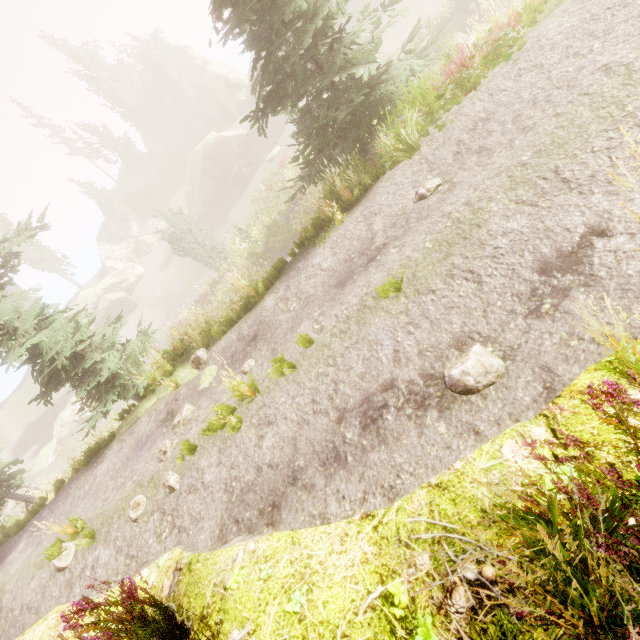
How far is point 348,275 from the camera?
6.7m

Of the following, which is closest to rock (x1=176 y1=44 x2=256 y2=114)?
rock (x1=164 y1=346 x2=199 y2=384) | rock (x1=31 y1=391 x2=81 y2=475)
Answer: rock (x1=31 y1=391 x2=81 y2=475)

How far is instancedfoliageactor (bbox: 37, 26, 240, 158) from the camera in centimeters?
4403cm

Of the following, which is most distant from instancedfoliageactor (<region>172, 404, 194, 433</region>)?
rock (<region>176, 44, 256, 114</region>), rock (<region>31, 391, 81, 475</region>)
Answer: rock (<region>31, 391, 81, 475</region>)

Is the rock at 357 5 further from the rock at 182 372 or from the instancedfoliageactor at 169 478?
the rock at 182 372

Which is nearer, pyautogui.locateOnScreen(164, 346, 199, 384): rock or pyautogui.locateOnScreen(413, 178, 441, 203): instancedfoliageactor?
pyautogui.locateOnScreen(413, 178, 441, 203): instancedfoliageactor

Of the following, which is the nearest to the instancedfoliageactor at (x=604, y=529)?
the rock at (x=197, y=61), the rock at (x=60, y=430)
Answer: the rock at (x=197, y=61)

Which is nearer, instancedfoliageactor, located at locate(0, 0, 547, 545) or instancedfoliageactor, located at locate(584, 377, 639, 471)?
instancedfoliageactor, located at locate(584, 377, 639, 471)
